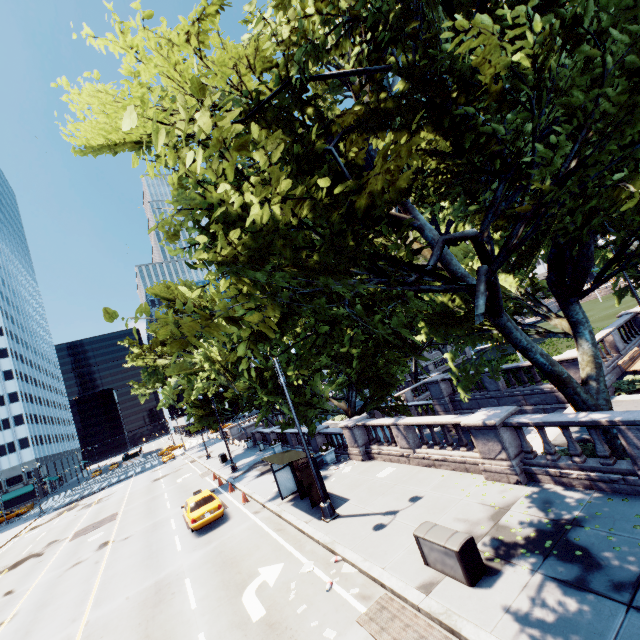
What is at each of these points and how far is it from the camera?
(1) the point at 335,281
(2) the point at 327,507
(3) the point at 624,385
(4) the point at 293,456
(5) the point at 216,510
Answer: (1) tree, 5.3m
(2) light, 13.1m
(3) bush, 14.8m
(4) bus stop, 15.5m
(5) vehicle, 17.7m

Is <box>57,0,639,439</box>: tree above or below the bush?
above

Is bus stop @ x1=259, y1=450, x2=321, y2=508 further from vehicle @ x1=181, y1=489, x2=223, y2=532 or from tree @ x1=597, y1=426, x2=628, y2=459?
tree @ x1=597, y1=426, x2=628, y2=459

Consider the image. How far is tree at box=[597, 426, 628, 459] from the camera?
9.4 meters

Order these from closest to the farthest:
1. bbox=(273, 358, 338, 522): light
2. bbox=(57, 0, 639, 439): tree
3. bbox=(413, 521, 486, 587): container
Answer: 1. bbox=(57, 0, 639, 439): tree
2. bbox=(413, 521, 486, 587): container
3. bbox=(273, 358, 338, 522): light

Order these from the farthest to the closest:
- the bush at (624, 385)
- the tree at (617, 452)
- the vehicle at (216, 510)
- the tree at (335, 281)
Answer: the vehicle at (216, 510) → the bush at (624, 385) → the tree at (617, 452) → the tree at (335, 281)

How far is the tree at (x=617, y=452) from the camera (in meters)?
9.41

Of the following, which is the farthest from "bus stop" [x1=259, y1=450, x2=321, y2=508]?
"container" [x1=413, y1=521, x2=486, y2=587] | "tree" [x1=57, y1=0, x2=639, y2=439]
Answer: "container" [x1=413, y1=521, x2=486, y2=587]
